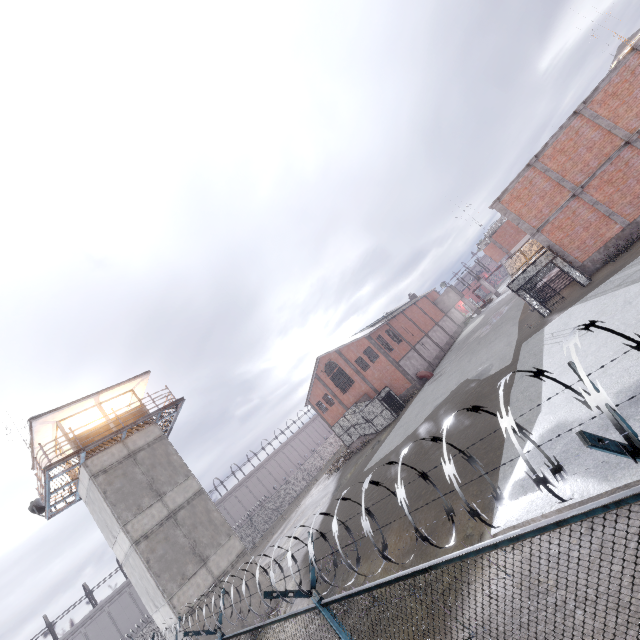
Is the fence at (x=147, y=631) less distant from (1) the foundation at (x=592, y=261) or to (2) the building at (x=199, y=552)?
(2) the building at (x=199, y=552)

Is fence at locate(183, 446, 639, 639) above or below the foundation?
above

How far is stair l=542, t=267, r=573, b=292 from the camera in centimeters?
2176cm

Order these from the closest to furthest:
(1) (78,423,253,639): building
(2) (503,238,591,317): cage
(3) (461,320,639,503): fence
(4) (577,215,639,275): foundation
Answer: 1. (3) (461,320,639,503): fence
2. (1) (78,423,253,639): building
3. (4) (577,215,639,275): foundation
4. (2) (503,238,591,317): cage

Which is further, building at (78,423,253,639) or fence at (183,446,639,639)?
building at (78,423,253,639)

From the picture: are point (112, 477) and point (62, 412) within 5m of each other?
yes

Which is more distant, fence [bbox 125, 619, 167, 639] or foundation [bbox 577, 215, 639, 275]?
foundation [bbox 577, 215, 639, 275]

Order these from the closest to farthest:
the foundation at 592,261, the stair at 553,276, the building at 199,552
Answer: the building at 199,552 < the foundation at 592,261 < the stair at 553,276
